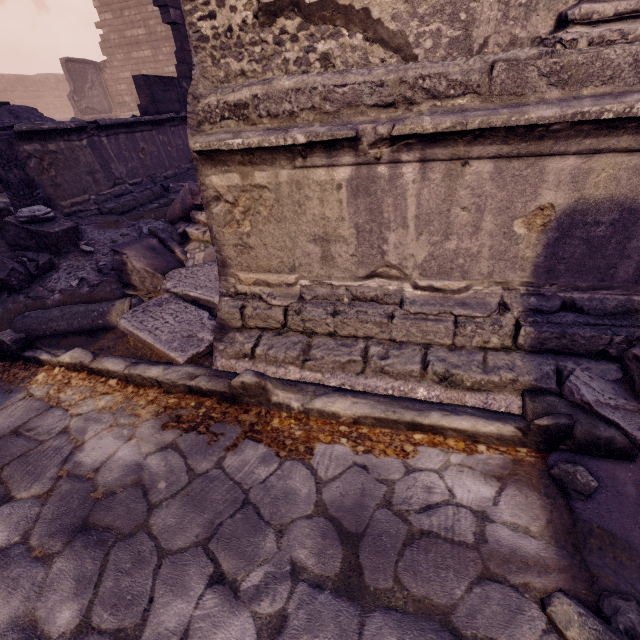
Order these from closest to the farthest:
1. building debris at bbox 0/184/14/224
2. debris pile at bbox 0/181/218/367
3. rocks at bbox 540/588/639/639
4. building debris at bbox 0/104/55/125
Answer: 1. rocks at bbox 540/588/639/639
2. debris pile at bbox 0/181/218/367
3. building debris at bbox 0/184/14/224
4. building debris at bbox 0/104/55/125

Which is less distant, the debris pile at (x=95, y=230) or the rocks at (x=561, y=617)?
the rocks at (x=561, y=617)

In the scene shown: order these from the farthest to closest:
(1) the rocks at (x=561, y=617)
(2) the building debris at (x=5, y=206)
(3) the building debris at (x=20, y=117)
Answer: (3) the building debris at (x=20, y=117) < (2) the building debris at (x=5, y=206) < (1) the rocks at (x=561, y=617)

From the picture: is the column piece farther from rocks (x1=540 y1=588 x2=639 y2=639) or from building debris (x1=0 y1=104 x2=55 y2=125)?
rocks (x1=540 y1=588 x2=639 y2=639)

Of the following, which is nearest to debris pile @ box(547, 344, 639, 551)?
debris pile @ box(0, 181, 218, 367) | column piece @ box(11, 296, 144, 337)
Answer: debris pile @ box(0, 181, 218, 367)

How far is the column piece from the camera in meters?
3.2 m

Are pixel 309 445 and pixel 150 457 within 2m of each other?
yes

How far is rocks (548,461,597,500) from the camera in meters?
1.6
